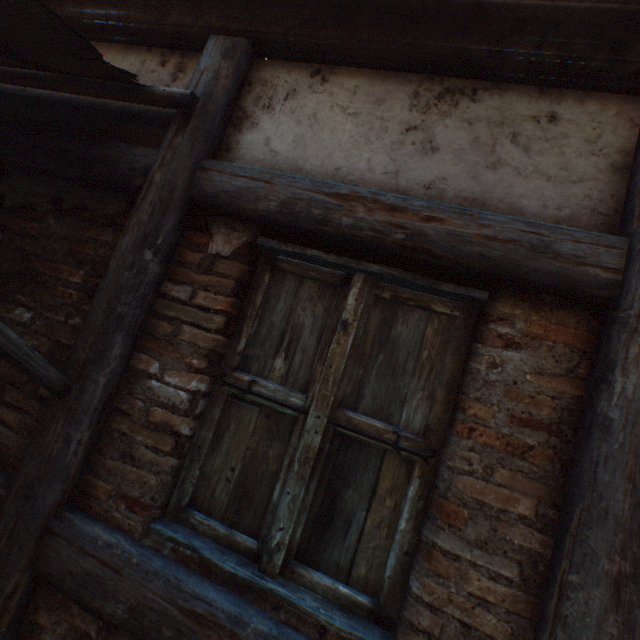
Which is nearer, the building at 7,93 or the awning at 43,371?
the awning at 43,371

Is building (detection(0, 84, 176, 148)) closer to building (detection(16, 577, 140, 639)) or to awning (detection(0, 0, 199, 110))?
awning (detection(0, 0, 199, 110))

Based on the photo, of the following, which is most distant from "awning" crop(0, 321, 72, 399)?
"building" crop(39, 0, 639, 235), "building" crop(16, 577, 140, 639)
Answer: "building" crop(16, 577, 140, 639)

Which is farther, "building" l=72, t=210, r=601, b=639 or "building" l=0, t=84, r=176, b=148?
"building" l=0, t=84, r=176, b=148

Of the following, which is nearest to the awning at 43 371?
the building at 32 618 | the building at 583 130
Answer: the building at 583 130

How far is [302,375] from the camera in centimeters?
141cm
